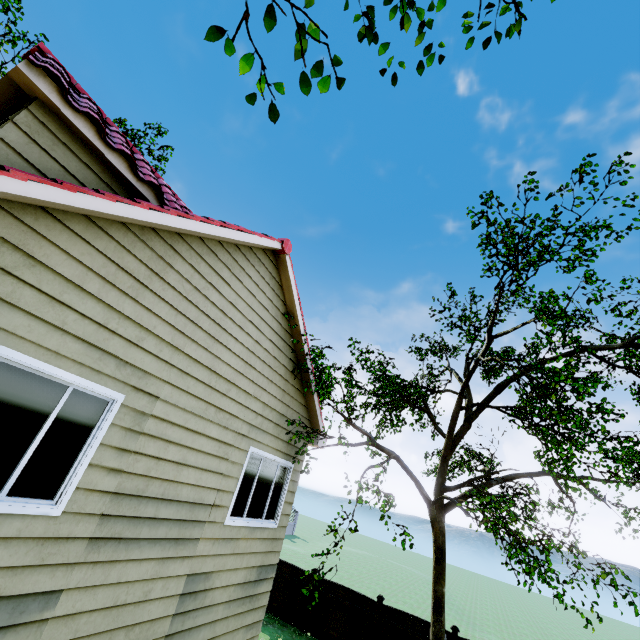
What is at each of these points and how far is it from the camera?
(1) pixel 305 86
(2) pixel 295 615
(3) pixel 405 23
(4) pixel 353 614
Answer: (1) tree, 2.4 meters
(2) fence, 13.3 meters
(3) tree, 3.6 meters
(4) fence, 12.6 meters

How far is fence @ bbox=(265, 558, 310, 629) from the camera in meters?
13.3

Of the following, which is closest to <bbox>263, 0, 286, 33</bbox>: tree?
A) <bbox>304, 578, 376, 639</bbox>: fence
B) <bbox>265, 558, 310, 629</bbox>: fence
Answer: <bbox>304, 578, 376, 639</bbox>: fence

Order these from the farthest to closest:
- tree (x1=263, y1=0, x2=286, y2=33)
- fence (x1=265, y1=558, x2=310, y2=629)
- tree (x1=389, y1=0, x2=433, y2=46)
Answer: fence (x1=265, y1=558, x2=310, y2=629)
tree (x1=389, y1=0, x2=433, y2=46)
tree (x1=263, y1=0, x2=286, y2=33)

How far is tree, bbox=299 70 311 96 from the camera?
2.40m

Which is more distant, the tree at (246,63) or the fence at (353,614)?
the fence at (353,614)

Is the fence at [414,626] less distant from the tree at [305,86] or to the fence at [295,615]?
the fence at [295,615]
